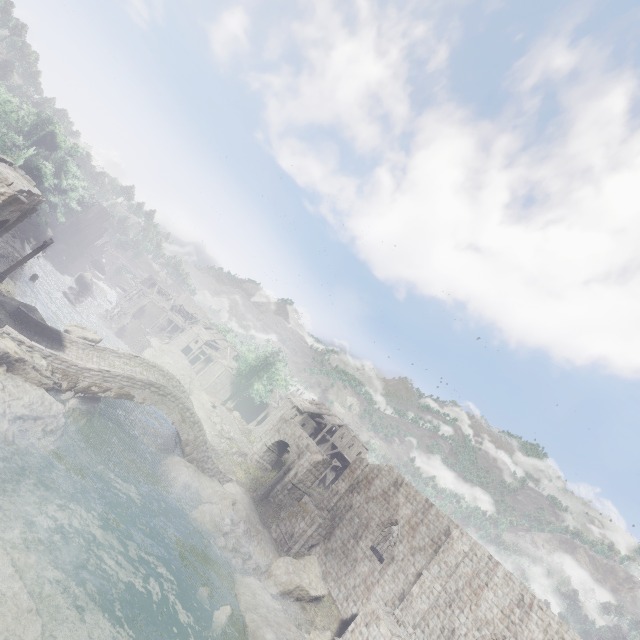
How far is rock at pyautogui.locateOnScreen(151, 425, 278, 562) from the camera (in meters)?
22.45

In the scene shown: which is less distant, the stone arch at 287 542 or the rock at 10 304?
the rock at 10 304

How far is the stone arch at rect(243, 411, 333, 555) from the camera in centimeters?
2506cm

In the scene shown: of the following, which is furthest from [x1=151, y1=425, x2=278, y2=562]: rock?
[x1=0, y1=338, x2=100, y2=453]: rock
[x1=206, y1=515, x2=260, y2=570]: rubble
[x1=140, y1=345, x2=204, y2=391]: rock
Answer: [x1=0, y1=338, x2=100, y2=453]: rock

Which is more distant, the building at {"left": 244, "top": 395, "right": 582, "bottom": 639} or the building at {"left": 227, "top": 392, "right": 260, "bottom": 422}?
the building at {"left": 227, "top": 392, "right": 260, "bottom": 422}

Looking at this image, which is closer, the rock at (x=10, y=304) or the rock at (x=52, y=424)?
the rock at (x=52, y=424)

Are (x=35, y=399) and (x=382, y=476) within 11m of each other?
no

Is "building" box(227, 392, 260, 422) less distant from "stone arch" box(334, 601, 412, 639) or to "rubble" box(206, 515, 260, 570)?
"stone arch" box(334, 601, 412, 639)
